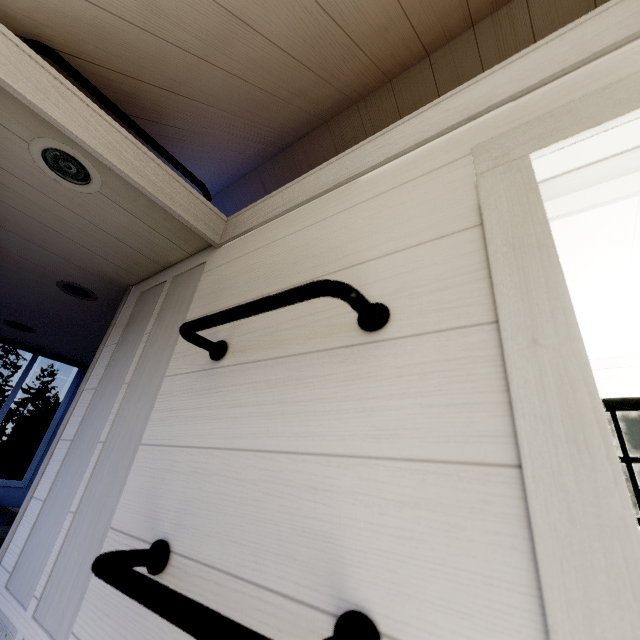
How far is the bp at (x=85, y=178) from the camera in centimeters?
104cm

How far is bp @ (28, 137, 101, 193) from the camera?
1.04m

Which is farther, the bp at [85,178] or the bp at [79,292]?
the bp at [79,292]

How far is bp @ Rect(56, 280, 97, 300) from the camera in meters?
1.8 m

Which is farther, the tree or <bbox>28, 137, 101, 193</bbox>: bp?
<bbox>28, 137, 101, 193</bbox>: bp

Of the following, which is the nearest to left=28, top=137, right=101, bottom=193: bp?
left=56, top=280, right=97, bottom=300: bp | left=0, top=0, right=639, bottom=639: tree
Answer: left=0, top=0, right=639, bottom=639: tree

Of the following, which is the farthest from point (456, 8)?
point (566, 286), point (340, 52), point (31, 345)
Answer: point (31, 345)

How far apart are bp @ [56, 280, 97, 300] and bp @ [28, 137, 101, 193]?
0.8 meters
